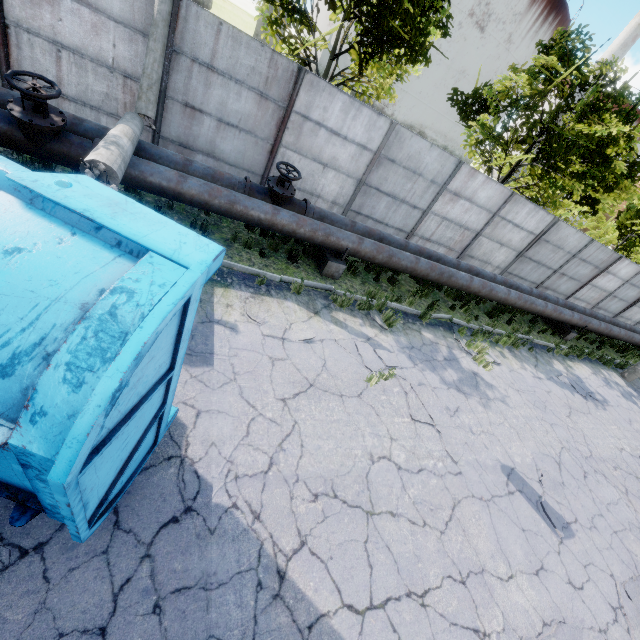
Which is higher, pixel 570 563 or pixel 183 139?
pixel 183 139

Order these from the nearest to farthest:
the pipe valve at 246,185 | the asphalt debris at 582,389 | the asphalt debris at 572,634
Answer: the asphalt debris at 572,634 → the pipe valve at 246,185 → the asphalt debris at 582,389

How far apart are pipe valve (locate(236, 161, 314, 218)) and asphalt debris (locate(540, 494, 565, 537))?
8.0m

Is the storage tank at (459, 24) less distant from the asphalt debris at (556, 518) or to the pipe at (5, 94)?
the pipe at (5, 94)

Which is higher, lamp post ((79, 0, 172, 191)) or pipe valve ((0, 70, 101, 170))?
lamp post ((79, 0, 172, 191))

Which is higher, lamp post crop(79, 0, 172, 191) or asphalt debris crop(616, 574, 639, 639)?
lamp post crop(79, 0, 172, 191)

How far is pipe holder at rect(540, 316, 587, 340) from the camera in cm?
1416

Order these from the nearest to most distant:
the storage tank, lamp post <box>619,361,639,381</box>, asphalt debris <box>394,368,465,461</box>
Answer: asphalt debris <box>394,368,465,461</box>
lamp post <box>619,361,639,381</box>
the storage tank
